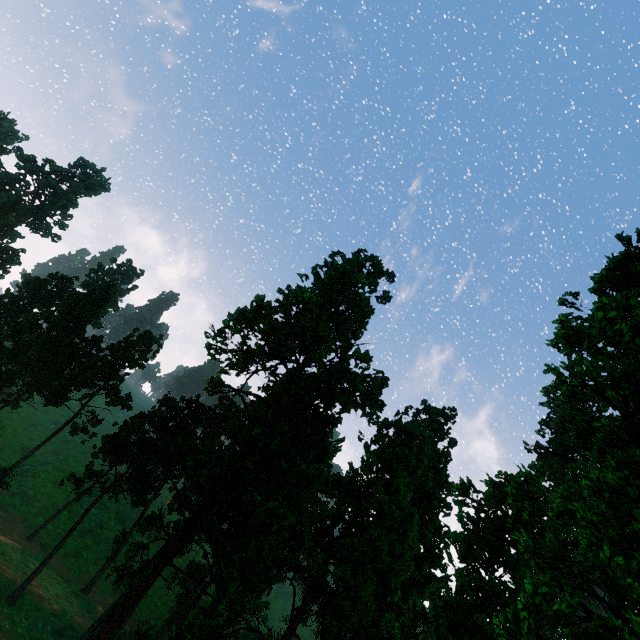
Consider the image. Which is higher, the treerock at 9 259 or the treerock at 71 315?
the treerock at 9 259

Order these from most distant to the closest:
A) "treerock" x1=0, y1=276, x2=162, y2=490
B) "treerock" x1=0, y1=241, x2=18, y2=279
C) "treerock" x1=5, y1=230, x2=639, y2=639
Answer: "treerock" x1=0, y1=241, x2=18, y2=279, "treerock" x1=0, y1=276, x2=162, y2=490, "treerock" x1=5, y1=230, x2=639, y2=639

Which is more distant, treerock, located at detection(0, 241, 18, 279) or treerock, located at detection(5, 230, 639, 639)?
treerock, located at detection(0, 241, 18, 279)

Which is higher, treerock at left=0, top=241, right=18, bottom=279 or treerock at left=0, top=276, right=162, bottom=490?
treerock at left=0, top=241, right=18, bottom=279

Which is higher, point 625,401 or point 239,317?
point 239,317

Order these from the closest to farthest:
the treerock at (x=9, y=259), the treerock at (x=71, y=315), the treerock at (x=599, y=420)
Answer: the treerock at (x=599, y=420)
the treerock at (x=71, y=315)
the treerock at (x=9, y=259)
